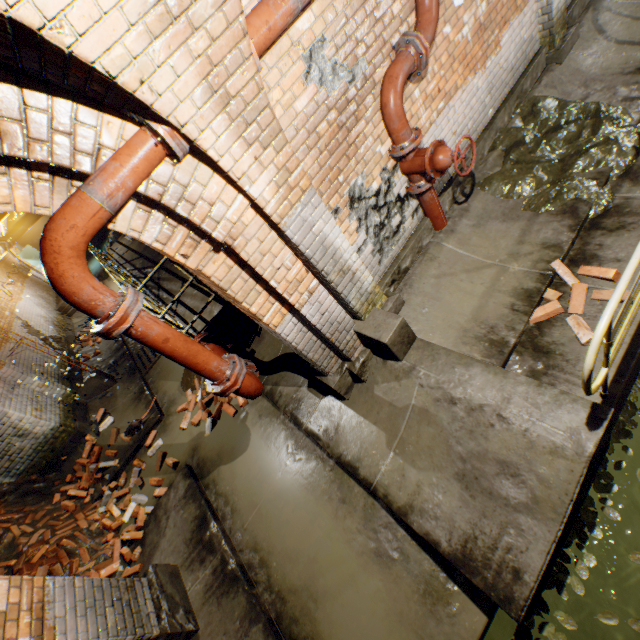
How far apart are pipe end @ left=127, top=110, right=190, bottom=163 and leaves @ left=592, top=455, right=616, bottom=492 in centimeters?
467cm

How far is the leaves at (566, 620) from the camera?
2.9 meters

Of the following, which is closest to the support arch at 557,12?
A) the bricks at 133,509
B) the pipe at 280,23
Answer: the pipe at 280,23

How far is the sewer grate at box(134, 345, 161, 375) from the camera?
8.1 meters

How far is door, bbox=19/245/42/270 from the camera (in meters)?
18.92

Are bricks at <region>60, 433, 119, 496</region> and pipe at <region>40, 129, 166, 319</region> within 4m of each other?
no

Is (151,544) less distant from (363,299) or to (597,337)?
(363,299)

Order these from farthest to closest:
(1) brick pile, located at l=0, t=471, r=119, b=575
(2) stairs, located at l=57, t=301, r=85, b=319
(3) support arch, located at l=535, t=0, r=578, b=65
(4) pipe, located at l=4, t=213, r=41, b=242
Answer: (4) pipe, located at l=4, t=213, r=41, b=242 < (2) stairs, located at l=57, t=301, r=85, b=319 < (1) brick pile, located at l=0, t=471, r=119, b=575 < (3) support arch, located at l=535, t=0, r=578, b=65
